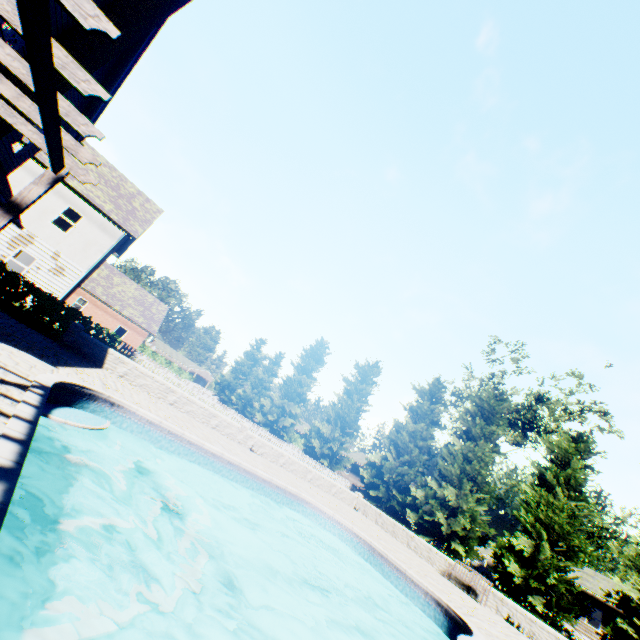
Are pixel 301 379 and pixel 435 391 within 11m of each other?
no

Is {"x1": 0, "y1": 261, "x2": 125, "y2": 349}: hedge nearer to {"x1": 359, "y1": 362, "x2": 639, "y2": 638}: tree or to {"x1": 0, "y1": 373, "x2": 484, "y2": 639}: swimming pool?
{"x1": 0, "y1": 373, "x2": 484, "y2": 639}: swimming pool

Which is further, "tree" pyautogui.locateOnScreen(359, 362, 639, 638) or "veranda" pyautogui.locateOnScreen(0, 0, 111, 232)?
"tree" pyautogui.locateOnScreen(359, 362, 639, 638)

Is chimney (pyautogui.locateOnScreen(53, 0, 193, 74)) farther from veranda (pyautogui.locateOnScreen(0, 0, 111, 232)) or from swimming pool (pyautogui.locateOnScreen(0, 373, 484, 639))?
swimming pool (pyautogui.locateOnScreen(0, 373, 484, 639))

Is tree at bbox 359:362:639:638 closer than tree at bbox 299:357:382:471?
Yes

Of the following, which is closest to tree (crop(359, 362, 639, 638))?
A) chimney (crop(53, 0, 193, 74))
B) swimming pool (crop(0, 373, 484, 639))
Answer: swimming pool (crop(0, 373, 484, 639))

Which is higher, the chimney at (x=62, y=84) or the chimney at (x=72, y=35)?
the chimney at (x=72, y=35)

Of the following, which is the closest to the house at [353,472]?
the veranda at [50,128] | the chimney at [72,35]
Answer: the veranda at [50,128]
